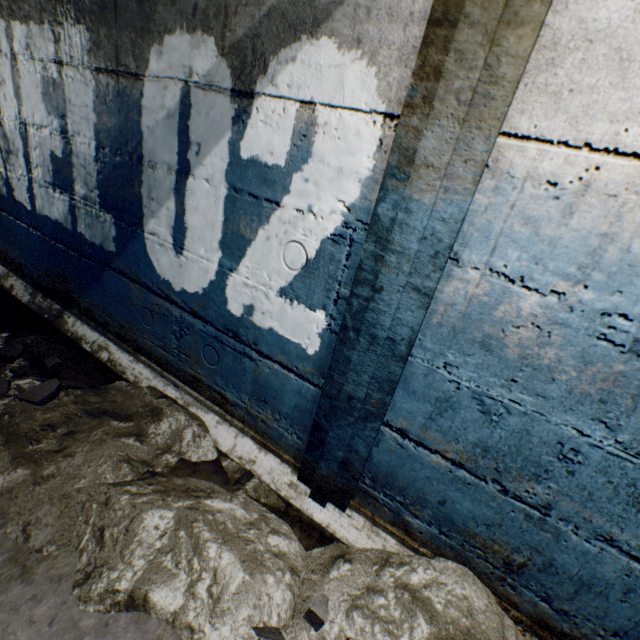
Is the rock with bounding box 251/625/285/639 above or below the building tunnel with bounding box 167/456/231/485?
above

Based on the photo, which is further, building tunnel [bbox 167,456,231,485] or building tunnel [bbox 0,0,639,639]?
building tunnel [bbox 167,456,231,485]

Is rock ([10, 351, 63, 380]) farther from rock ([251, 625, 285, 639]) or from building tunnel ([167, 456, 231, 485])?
rock ([251, 625, 285, 639])

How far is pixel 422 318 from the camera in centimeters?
101cm

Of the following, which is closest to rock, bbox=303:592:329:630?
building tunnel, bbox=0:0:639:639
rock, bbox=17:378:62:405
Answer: building tunnel, bbox=0:0:639:639

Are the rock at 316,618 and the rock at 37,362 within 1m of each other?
no

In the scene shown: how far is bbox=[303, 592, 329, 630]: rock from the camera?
1.0 meters

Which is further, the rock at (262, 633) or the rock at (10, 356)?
the rock at (10, 356)
